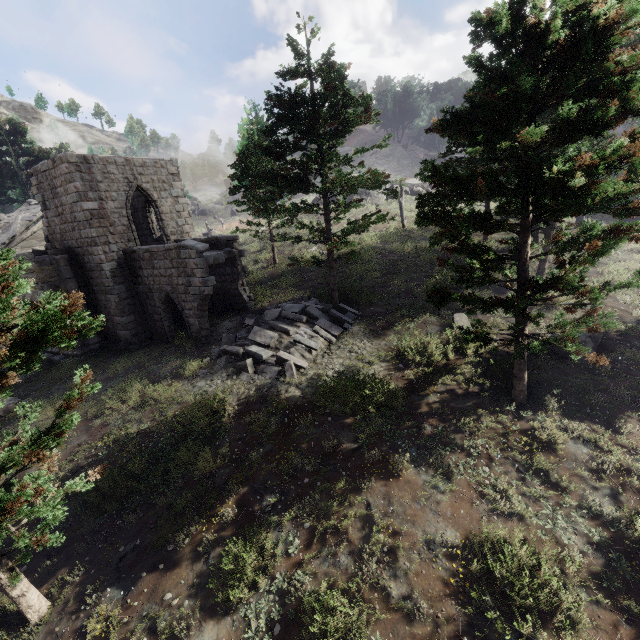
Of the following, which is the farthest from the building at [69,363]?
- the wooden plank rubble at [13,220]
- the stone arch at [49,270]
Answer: the wooden plank rubble at [13,220]

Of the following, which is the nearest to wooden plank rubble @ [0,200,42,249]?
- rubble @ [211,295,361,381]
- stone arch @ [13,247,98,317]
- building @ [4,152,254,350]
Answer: building @ [4,152,254,350]

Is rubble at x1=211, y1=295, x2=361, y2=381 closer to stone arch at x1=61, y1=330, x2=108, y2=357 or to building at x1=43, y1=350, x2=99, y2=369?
building at x1=43, y1=350, x2=99, y2=369

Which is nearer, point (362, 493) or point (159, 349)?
point (362, 493)

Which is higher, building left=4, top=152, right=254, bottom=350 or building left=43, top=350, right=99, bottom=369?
building left=4, top=152, right=254, bottom=350

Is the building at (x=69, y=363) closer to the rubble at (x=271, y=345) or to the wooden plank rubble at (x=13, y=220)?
the rubble at (x=271, y=345)

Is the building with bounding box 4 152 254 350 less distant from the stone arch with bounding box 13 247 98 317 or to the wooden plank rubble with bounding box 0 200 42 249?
the stone arch with bounding box 13 247 98 317
